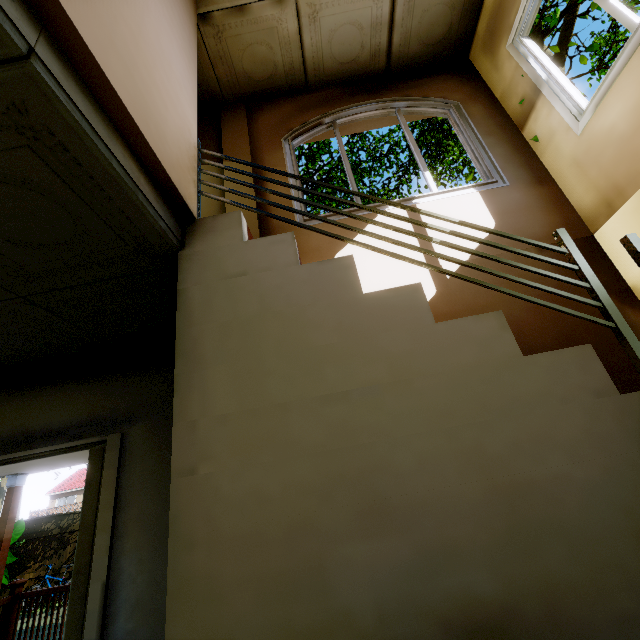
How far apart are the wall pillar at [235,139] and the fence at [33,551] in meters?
11.8 m

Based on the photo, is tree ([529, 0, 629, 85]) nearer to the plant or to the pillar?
the plant

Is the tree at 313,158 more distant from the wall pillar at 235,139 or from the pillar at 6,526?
the pillar at 6,526

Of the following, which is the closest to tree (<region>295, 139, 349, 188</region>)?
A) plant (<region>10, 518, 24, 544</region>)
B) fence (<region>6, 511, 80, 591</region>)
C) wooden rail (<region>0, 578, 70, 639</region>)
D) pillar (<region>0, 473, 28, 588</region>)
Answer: wooden rail (<region>0, 578, 70, 639</region>)

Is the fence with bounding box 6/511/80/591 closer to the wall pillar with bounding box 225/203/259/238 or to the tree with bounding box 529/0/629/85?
the wall pillar with bounding box 225/203/259/238

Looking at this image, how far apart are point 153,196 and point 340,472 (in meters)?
1.47

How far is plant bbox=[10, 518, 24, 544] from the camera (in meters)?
5.32

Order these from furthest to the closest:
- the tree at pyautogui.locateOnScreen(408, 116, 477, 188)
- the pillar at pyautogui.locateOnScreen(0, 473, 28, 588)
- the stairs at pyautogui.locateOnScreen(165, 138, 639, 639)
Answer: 1. the tree at pyautogui.locateOnScreen(408, 116, 477, 188)
2. the pillar at pyautogui.locateOnScreen(0, 473, 28, 588)
3. the stairs at pyautogui.locateOnScreen(165, 138, 639, 639)
